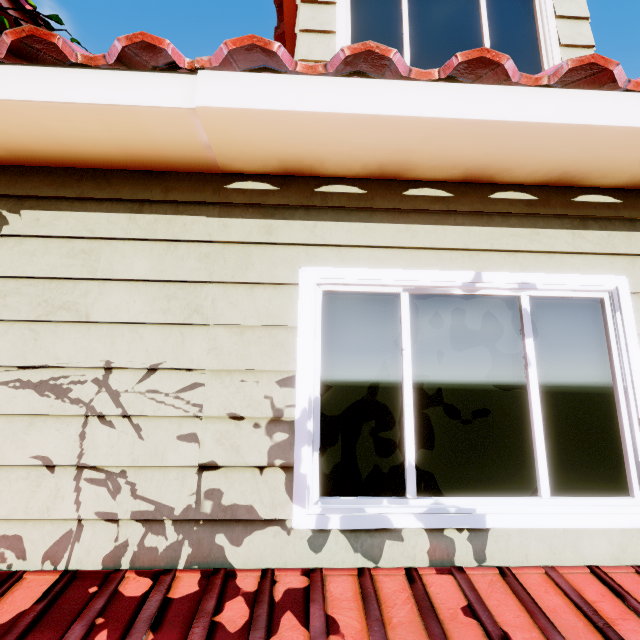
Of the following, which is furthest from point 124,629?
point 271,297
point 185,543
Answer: point 271,297
